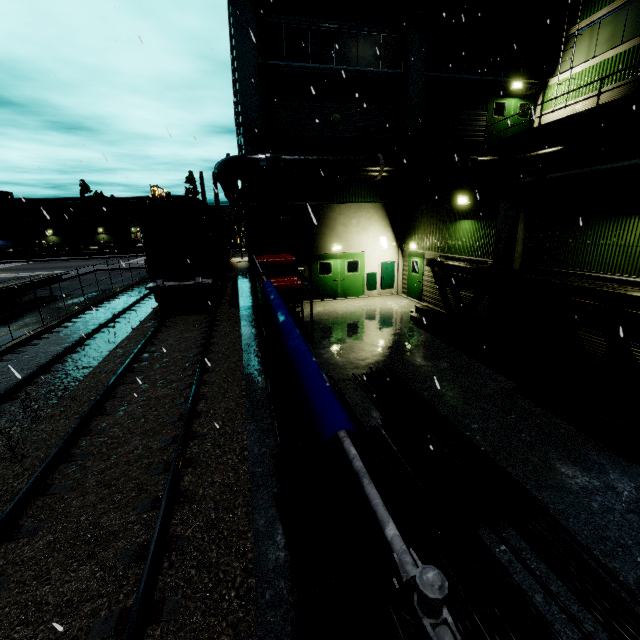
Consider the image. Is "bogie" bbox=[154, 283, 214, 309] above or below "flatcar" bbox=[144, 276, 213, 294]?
below

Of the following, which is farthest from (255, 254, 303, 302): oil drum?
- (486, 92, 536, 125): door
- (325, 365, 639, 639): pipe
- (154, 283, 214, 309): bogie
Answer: (486, 92, 536, 125): door

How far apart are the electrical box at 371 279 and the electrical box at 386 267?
0.3m

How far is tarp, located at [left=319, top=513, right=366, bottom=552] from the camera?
1.6m

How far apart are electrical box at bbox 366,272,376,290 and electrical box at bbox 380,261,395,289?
0.3m

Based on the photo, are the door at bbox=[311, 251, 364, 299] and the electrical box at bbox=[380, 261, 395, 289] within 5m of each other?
yes

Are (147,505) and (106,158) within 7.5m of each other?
yes

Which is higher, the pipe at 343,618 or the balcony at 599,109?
the balcony at 599,109
